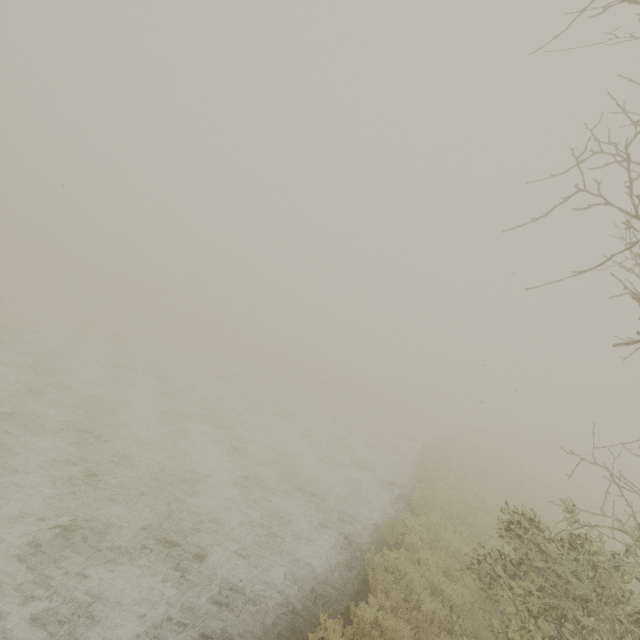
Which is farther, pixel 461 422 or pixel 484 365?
pixel 461 422
